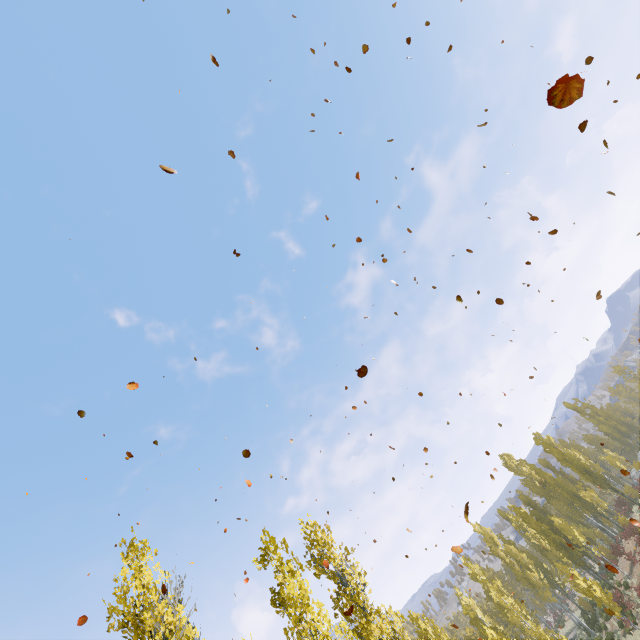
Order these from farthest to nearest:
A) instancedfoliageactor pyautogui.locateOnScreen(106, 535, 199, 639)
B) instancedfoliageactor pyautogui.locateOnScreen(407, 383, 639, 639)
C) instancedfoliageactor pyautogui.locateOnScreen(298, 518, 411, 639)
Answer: instancedfoliageactor pyautogui.locateOnScreen(407, 383, 639, 639) < instancedfoliageactor pyautogui.locateOnScreen(298, 518, 411, 639) < instancedfoliageactor pyautogui.locateOnScreen(106, 535, 199, 639)

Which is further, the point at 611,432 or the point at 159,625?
the point at 611,432

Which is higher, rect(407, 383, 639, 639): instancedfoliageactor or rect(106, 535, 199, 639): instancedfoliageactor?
rect(106, 535, 199, 639): instancedfoliageactor

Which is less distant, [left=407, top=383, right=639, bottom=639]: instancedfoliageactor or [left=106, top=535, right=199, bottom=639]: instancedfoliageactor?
[left=106, top=535, right=199, bottom=639]: instancedfoliageactor

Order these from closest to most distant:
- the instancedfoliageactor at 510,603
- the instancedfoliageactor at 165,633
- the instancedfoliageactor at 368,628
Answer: the instancedfoliageactor at 165,633 < the instancedfoliageactor at 368,628 < the instancedfoliageactor at 510,603

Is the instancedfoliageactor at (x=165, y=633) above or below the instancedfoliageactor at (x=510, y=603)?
above
